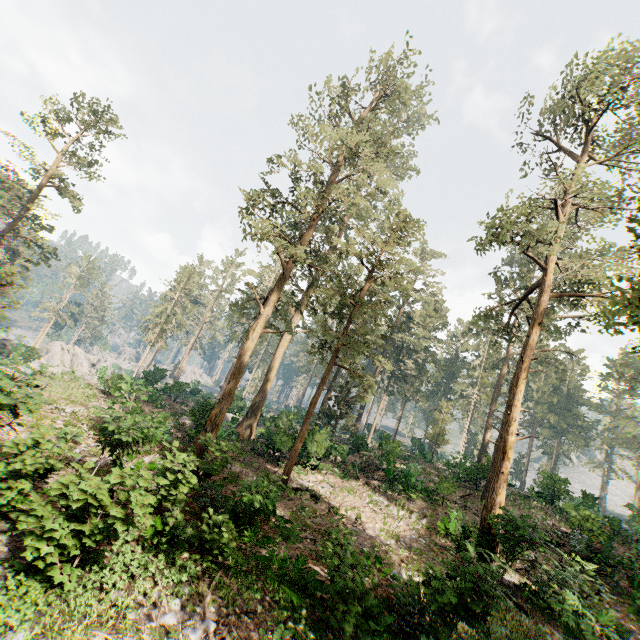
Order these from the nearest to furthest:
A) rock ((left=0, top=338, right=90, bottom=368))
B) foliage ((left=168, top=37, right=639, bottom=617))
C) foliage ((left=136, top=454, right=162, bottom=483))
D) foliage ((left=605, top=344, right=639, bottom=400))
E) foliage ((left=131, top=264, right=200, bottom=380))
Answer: foliage ((left=136, top=454, right=162, bottom=483))
foliage ((left=168, top=37, right=639, bottom=617))
foliage ((left=605, top=344, right=639, bottom=400))
rock ((left=0, top=338, right=90, bottom=368))
foliage ((left=131, top=264, right=200, bottom=380))

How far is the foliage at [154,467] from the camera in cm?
1047

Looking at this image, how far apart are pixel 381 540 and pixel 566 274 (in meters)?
20.54

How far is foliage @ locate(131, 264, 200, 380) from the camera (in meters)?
49.81

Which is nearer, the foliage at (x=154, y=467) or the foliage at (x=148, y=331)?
the foliage at (x=154, y=467)

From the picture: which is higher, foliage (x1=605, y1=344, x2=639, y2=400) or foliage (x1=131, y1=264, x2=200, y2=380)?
foliage (x1=605, y1=344, x2=639, y2=400)
